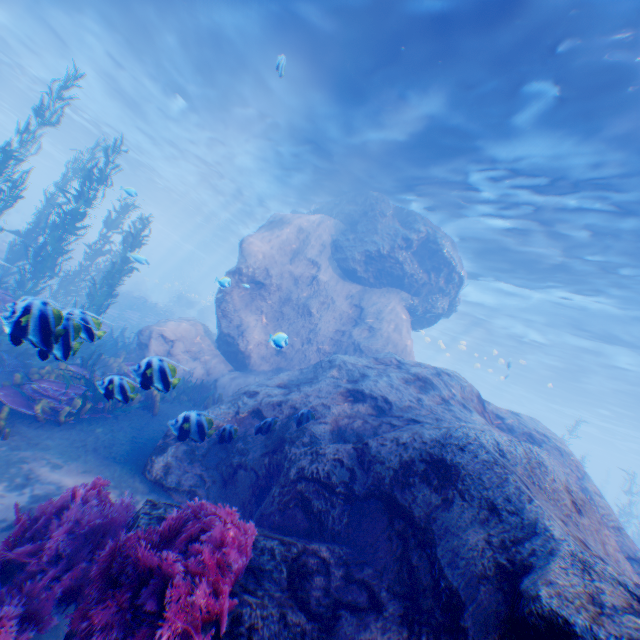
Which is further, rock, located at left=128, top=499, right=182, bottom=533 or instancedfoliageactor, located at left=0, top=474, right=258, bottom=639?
rock, located at left=128, top=499, right=182, bottom=533

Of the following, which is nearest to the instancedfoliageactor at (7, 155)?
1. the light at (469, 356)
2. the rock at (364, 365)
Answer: the rock at (364, 365)

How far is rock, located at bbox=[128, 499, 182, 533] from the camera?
3.3 meters

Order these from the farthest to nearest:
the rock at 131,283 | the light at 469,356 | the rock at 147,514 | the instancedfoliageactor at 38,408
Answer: the rock at 131,283
the light at 469,356
the instancedfoliageactor at 38,408
the rock at 147,514

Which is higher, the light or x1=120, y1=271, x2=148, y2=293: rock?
the light

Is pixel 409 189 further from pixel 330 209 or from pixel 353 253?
pixel 330 209

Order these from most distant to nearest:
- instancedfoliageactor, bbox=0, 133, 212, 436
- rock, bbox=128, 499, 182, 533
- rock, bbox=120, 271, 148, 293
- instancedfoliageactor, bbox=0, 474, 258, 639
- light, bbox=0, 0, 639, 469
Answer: rock, bbox=120, 271, 148, 293
light, bbox=0, 0, 639, 469
instancedfoliageactor, bbox=0, 133, 212, 436
rock, bbox=128, 499, 182, 533
instancedfoliageactor, bbox=0, 474, 258, 639
